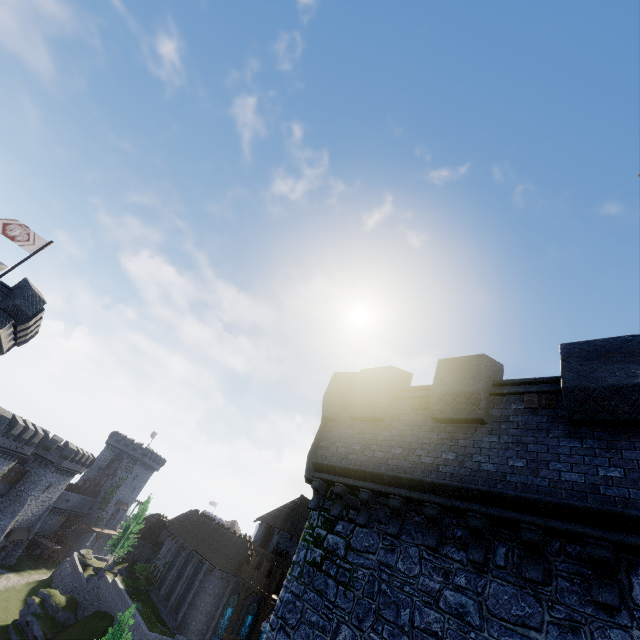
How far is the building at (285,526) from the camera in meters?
39.5

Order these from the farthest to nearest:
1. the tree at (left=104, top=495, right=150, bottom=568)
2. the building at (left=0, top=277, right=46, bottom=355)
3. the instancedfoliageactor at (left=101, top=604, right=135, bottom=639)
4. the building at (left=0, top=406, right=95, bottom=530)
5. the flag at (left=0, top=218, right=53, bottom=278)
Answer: the tree at (left=104, top=495, right=150, bottom=568) < the building at (left=0, top=406, right=95, bottom=530) < the flag at (left=0, top=218, right=53, bottom=278) < the building at (left=0, top=277, right=46, bottom=355) < the instancedfoliageactor at (left=101, top=604, right=135, bottom=639)

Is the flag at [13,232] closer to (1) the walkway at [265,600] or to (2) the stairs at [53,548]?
(1) the walkway at [265,600]

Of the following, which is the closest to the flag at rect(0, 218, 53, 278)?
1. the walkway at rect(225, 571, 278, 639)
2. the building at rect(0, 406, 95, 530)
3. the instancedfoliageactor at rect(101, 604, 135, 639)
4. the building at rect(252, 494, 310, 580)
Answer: the instancedfoliageactor at rect(101, 604, 135, 639)

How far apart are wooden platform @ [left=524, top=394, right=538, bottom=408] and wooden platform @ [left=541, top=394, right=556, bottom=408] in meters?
0.1

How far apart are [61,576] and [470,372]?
66.3 meters

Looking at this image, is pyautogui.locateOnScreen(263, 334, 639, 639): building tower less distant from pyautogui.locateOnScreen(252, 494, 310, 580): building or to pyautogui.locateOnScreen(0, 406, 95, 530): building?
pyautogui.locateOnScreen(252, 494, 310, 580): building

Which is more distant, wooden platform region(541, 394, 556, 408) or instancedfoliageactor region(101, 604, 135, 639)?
instancedfoliageactor region(101, 604, 135, 639)
